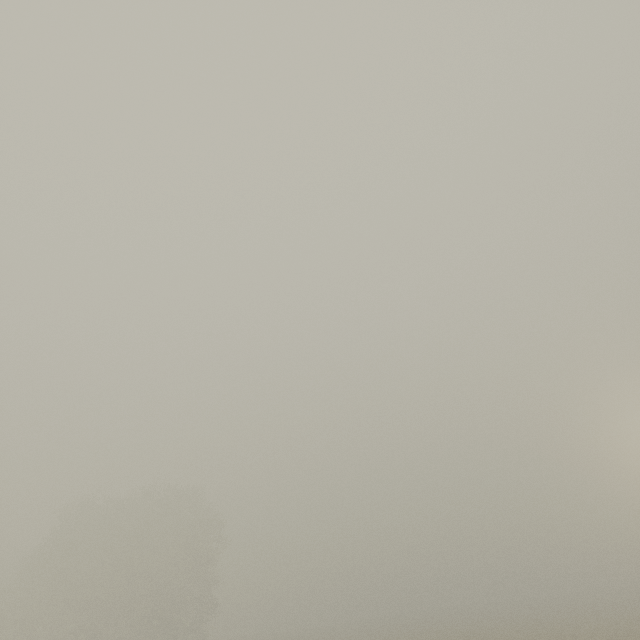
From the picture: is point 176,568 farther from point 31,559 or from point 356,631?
point 31,559
